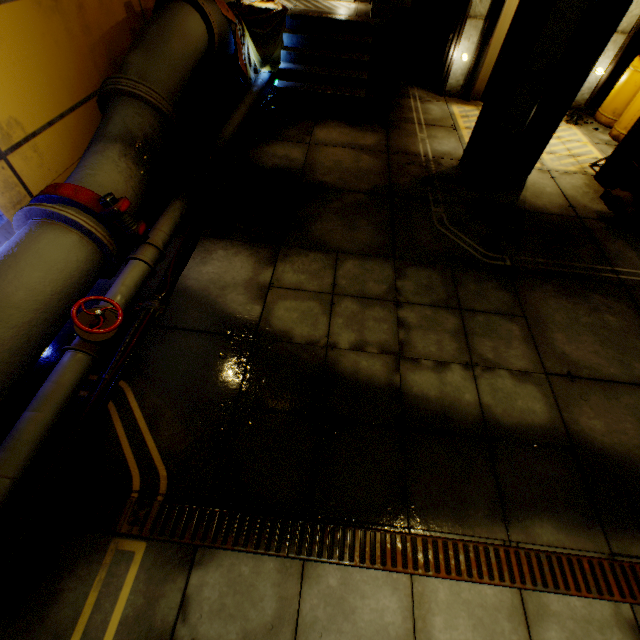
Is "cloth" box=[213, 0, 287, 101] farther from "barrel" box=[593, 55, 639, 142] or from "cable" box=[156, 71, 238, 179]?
"barrel" box=[593, 55, 639, 142]

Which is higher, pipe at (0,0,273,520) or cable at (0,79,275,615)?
pipe at (0,0,273,520)

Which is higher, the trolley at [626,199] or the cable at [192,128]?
the trolley at [626,199]

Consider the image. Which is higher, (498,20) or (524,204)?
(498,20)

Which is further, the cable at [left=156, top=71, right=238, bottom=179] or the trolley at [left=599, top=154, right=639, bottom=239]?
the cable at [left=156, top=71, right=238, bottom=179]

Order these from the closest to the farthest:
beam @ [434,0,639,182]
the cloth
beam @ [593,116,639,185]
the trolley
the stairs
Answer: beam @ [434,0,639,182]
the trolley
beam @ [593,116,639,185]
the cloth
the stairs

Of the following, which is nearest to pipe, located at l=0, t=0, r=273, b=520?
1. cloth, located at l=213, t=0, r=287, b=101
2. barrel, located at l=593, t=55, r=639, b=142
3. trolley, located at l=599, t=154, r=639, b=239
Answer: cloth, located at l=213, t=0, r=287, b=101

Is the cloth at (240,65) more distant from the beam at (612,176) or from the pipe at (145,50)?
the beam at (612,176)
